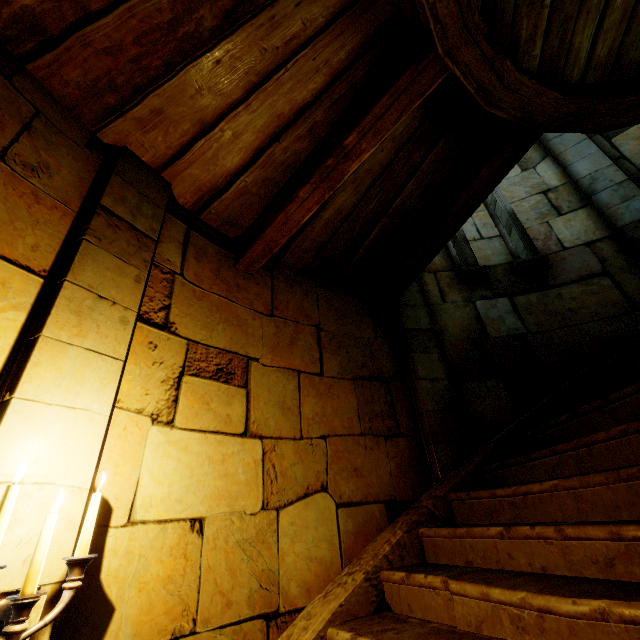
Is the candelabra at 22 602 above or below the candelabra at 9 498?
below

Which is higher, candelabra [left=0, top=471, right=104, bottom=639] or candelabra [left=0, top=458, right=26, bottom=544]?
candelabra [left=0, top=458, right=26, bottom=544]

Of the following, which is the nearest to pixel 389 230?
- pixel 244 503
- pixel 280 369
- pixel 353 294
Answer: pixel 353 294
